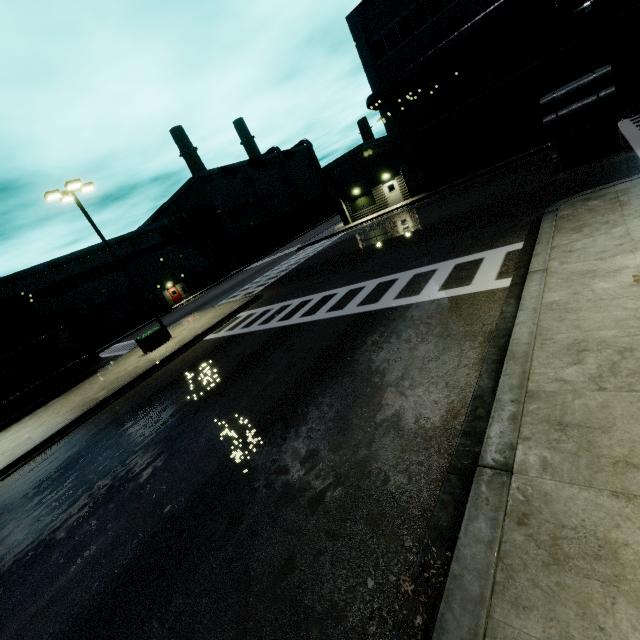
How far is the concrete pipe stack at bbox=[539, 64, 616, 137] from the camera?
12.4m

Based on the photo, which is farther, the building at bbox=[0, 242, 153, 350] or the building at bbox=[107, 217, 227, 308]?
the building at bbox=[107, 217, 227, 308]

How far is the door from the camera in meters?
30.3 m

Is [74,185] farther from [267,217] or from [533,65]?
[267,217]

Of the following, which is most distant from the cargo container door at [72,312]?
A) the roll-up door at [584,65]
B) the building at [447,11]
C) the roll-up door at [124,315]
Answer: the roll-up door at [584,65]

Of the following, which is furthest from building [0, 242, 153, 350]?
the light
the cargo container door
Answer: the light

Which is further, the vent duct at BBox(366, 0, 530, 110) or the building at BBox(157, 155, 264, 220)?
the building at BBox(157, 155, 264, 220)

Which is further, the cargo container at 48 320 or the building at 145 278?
the building at 145 278
